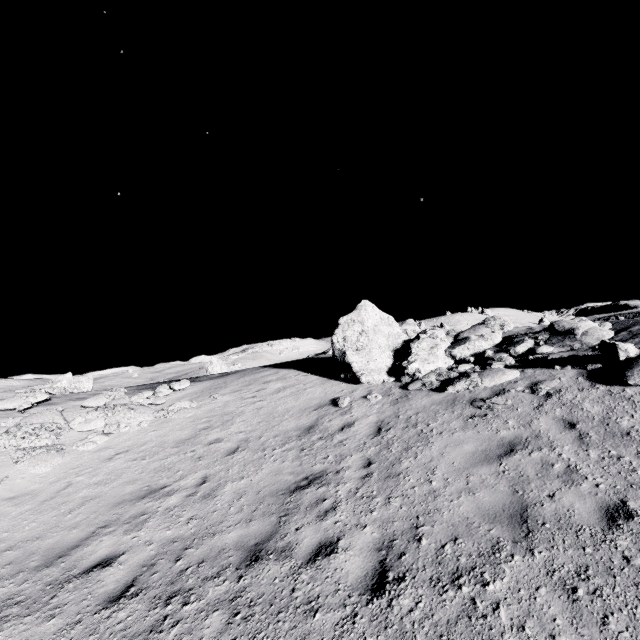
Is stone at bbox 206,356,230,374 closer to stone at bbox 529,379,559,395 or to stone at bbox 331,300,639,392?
stone at bbox 331,300,639,392

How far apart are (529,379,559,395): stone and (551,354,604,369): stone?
0.67m

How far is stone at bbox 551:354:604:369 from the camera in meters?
8.2 m

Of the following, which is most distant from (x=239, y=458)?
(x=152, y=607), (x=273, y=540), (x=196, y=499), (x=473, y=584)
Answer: (x=473, y=584)

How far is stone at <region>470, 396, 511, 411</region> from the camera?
7.7 meters

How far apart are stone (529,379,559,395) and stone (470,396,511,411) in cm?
59

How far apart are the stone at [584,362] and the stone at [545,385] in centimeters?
67cm

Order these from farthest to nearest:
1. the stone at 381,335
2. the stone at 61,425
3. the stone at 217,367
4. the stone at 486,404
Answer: the stone at 217,367 → the stone at 61,425 → the stone at 381,335 → the stone at 486,404
